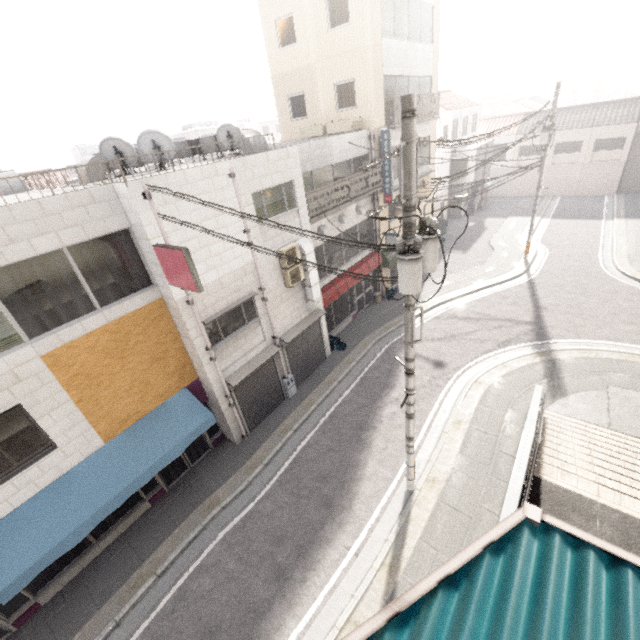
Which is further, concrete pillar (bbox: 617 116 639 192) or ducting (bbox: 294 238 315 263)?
concrete pillar (bbox: 617 116 639 192)

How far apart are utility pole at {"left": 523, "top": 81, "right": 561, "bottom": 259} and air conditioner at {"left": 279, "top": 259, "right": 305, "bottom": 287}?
15.9 meters

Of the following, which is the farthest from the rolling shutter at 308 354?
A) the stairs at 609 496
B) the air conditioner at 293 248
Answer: the stairs at 609 496

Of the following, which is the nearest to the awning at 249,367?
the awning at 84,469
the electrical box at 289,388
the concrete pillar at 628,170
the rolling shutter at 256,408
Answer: the rolling shutter at 256,408

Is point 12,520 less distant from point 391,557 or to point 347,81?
point 391,557

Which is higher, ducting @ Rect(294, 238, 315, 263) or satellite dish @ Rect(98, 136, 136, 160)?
satellite dish @ Rect(98, 136, 136, 160)

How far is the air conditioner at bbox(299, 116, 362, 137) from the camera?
14.58m

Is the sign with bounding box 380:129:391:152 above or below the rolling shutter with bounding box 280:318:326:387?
above
